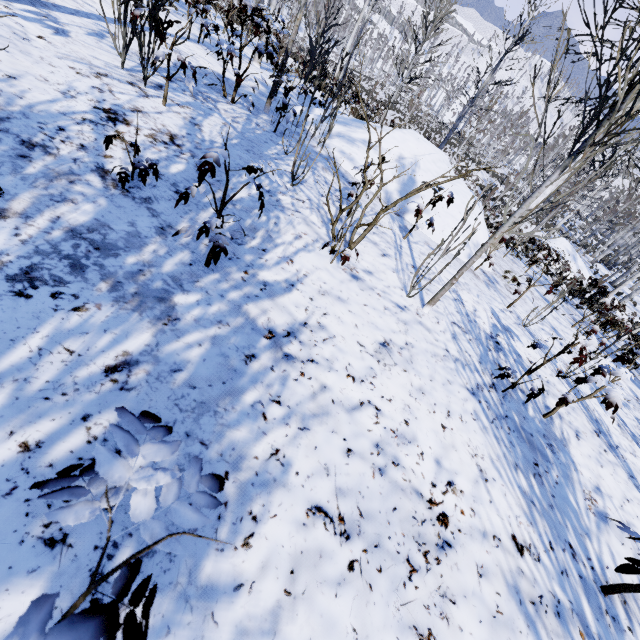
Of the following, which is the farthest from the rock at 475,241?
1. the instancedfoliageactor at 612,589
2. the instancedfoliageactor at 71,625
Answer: the instancedfoliageactor at 612,589

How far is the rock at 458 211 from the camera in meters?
6.5 m

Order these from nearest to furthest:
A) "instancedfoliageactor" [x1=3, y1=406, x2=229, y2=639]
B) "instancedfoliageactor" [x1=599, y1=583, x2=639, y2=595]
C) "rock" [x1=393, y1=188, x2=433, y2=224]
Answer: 1. "instancedfoliageactor" [x1=3, y1=406, x2=229, y2=639]
2. "instancedfoliageactor" [x1=599, y1=583, x2=639, y2=595]
3. "rock" [x1=393, y1=188, x2=433, y2=224]

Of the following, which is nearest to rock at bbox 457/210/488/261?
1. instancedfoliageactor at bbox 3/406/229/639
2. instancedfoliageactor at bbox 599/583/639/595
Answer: instancedfoliageactor at bbox 3/406/229/639

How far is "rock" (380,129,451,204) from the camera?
6.8 meters

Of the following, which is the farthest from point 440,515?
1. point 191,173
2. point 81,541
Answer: point 191,173
